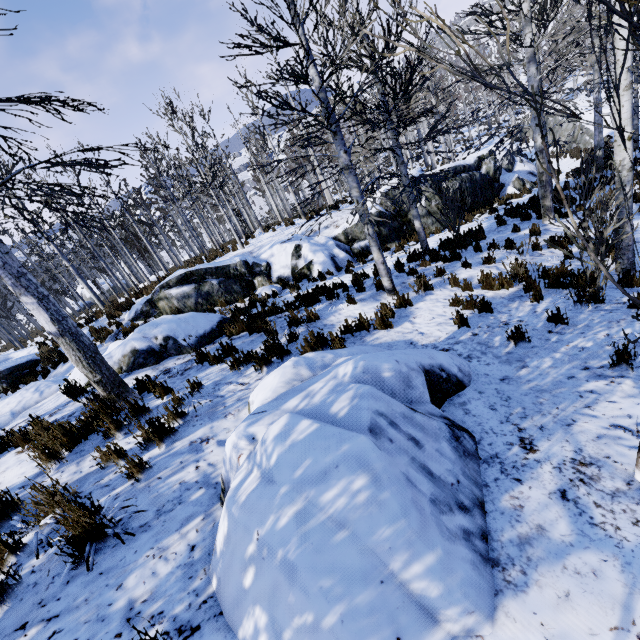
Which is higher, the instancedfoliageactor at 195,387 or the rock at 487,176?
the instancedfoliageactor at 195,387

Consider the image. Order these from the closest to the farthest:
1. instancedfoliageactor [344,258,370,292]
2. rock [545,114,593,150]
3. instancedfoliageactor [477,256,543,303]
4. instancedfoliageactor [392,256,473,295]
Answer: instancedfoliageactor [477,256,543,303] < instancedfoliageactor [392,256,473,295] < instancedfoliageactor [344,258,370,292] < rock [545,114,593,150]

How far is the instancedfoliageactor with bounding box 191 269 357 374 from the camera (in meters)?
5.24

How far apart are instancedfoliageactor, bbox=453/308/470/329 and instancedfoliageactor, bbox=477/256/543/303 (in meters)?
1.49

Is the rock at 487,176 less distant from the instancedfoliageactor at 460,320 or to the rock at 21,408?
the rock at 21,408

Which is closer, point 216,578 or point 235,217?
point 216,578

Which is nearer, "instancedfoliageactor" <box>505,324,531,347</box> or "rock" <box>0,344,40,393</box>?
"instancedfoliageactor" <box>505,324,531,347</box>

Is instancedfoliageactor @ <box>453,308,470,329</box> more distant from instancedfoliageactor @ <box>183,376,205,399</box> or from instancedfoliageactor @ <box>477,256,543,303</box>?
instancedfoliageactor @ <box>183,376,205,399</box>
